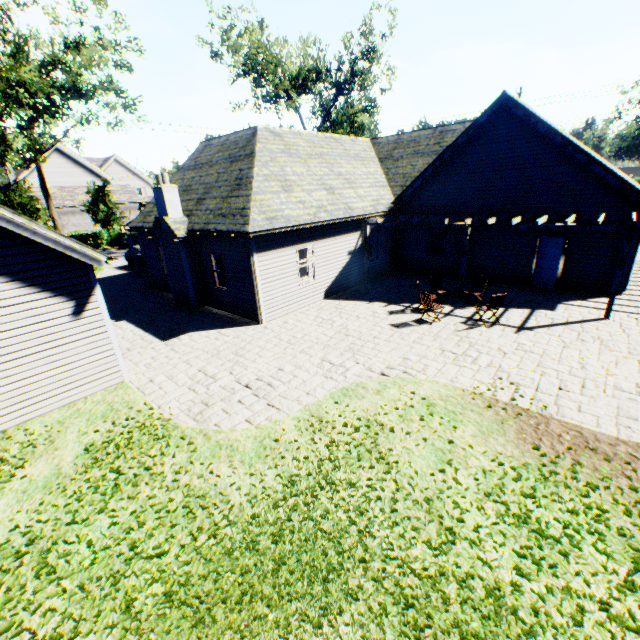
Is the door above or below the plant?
above

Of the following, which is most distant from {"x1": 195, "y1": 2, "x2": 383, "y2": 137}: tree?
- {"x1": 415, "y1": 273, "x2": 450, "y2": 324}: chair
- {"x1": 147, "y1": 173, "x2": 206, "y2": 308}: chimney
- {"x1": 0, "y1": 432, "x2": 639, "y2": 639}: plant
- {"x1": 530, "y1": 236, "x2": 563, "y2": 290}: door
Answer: {"x1": 530, "y1": 236, "x2": 563, "y2": 290}: door

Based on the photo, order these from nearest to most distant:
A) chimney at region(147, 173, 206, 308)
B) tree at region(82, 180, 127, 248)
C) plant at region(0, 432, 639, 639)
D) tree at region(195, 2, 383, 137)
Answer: plant at region(0, 432, 639, 639) → chimney at region(147, 173, 206, 308) → tree at region(195, 2, 383, 137) → tree at region(82, 180, 127, 248)

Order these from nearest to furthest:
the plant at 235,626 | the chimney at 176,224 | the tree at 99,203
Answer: the plant at 235,626 → the chimney at 176,224 → the tree at 99,203

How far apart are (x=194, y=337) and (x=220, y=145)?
11.8m

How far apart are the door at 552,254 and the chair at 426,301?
5.5 meters

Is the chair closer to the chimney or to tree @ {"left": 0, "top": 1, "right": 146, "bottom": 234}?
the chimney

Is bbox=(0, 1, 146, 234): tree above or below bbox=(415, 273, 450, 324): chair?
above
